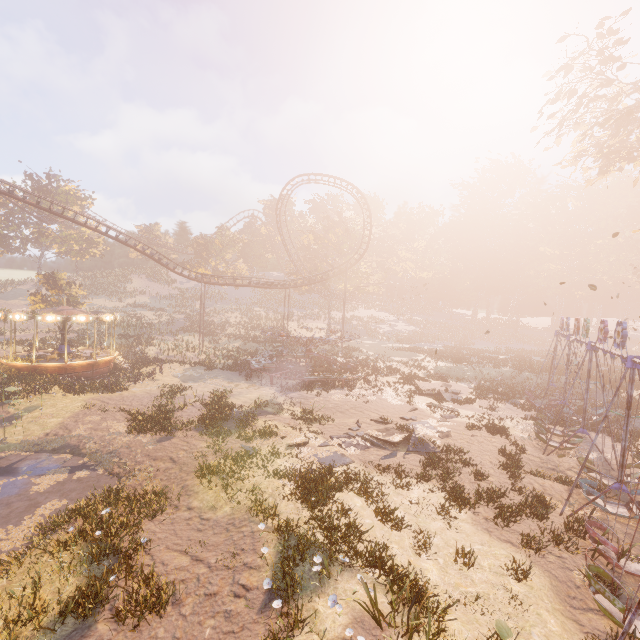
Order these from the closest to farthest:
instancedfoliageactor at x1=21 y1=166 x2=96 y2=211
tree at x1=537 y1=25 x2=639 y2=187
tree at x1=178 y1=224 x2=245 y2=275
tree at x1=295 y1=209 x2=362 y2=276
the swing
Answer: the swing
tree at x1=537 y1=25 x2=639 y2=187
instancedfoliageactor at x1=21 y1=166 x2=96 y2=211
tree at x1=295 y1=209 x2=362 y2=276
tree at x1=178 y1=224 x2=245 y2=275

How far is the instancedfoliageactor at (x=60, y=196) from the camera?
47.78m

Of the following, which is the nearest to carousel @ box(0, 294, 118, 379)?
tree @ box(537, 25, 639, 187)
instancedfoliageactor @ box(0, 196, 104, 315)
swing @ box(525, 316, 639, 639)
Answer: instancedfoliageactor @ box(0, 196, 104, 315)

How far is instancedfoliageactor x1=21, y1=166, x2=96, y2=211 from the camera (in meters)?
47.78

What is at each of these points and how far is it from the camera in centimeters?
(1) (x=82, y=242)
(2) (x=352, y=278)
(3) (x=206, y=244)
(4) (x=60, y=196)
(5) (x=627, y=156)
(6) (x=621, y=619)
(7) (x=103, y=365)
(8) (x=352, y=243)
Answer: (1) instancedfoliageactor, 5253cm
(2) tree, 5050cm
(3) tree, 5438cm
(4) instancedfoliageactor, 4938cm
(5) tree, 2481cm
(6) swing, 773cm
(7) carousel, 2777cm
(8) tree, 5181cm

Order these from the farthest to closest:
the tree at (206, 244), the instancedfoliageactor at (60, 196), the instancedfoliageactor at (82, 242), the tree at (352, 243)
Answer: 1. the tree at (206, 244)
2. the tree at (352, 243)
3. the instancedfoliageactor at (60, 196)
4. the instancedfoliageactor at (82, 242)

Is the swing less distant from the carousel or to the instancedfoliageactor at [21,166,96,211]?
the carousel

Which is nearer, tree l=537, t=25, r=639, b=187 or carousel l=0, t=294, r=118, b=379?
tree l=537, t=25, r=639, b=187
